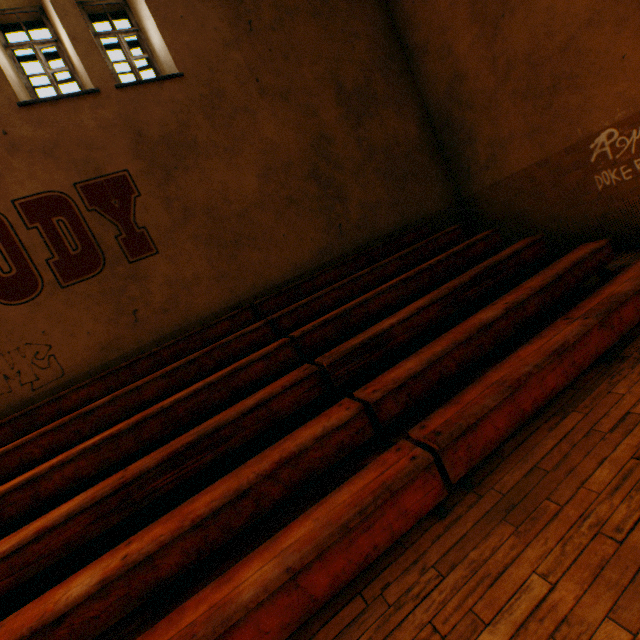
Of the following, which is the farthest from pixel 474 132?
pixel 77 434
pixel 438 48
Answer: pixel 77 434
